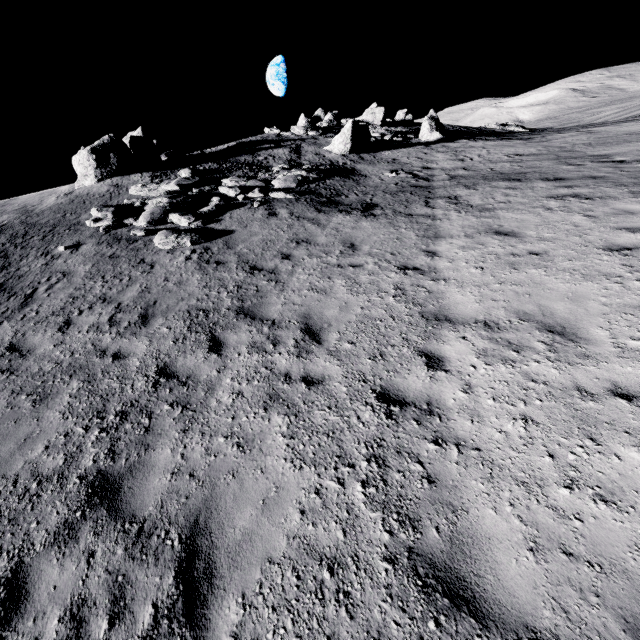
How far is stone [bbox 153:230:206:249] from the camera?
10.91m

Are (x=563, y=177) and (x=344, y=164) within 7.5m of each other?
no

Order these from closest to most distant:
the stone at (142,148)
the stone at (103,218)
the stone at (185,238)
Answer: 1. the stone at (185,238)
2. the stone at (103,218)
3. the stone at (142,148)

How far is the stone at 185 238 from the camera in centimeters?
1091cm

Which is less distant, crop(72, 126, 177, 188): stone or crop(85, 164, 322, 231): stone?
crop(85, 164, 322, 231): stone

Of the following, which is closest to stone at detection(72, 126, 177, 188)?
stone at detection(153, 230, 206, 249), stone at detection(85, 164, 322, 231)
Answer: stone at detection(85, 164, 322, 231)
